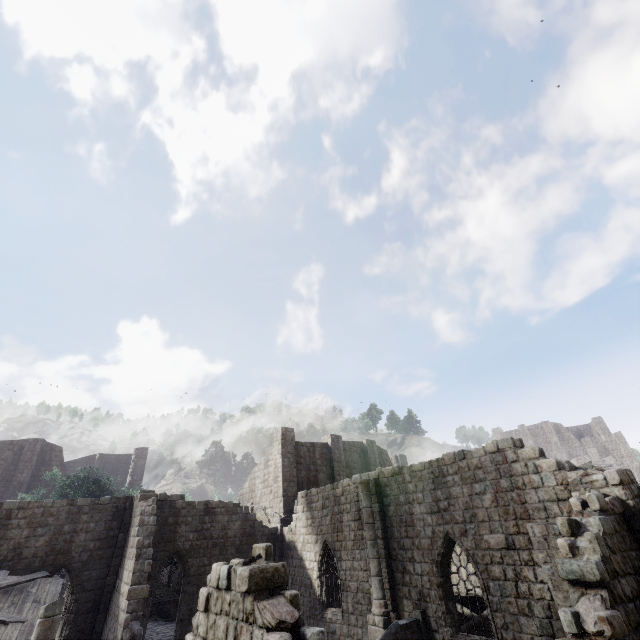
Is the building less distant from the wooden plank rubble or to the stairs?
the stairs

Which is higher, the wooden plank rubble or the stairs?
the wooden plank rubble

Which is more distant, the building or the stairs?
the stairs

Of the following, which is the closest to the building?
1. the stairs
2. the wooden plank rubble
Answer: the stairs

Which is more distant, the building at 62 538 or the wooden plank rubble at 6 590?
the wooden plank rubble at 6 590

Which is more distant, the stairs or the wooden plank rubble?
the stairs

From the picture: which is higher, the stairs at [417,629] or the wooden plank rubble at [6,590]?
the wooden plank rubble at [6,590]

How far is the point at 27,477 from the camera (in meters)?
31.77
